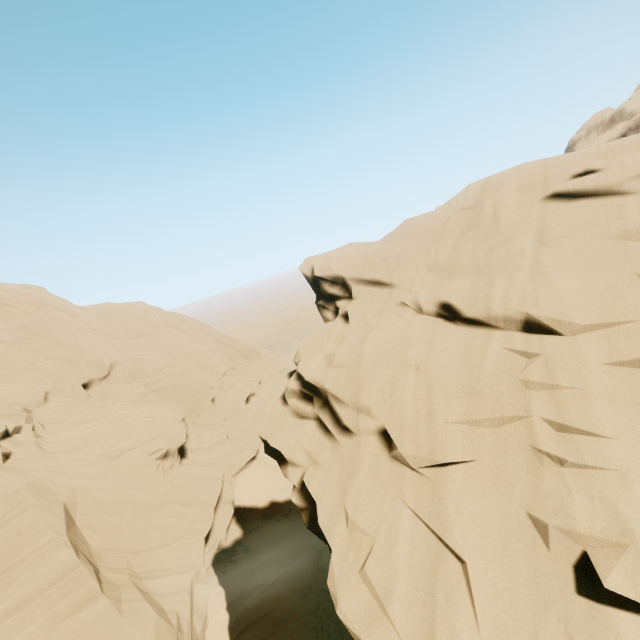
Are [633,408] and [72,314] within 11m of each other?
no
